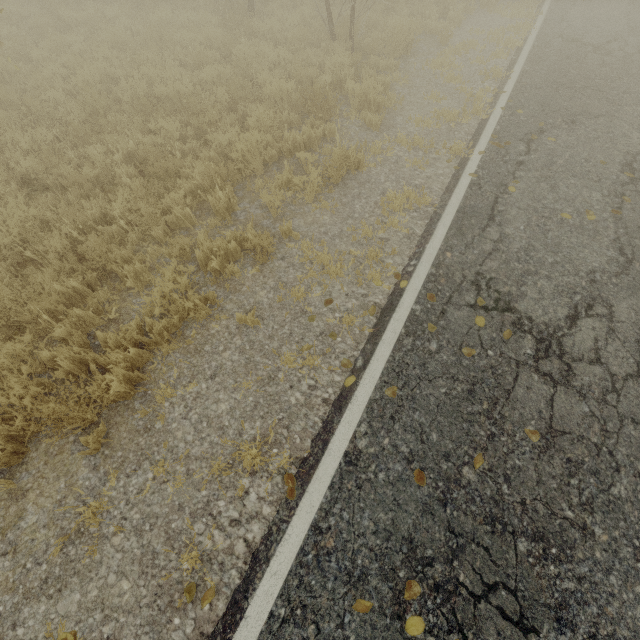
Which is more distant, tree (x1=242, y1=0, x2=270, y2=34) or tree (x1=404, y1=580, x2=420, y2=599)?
tree (x1=242, y1=0, x2=270, y2=34)

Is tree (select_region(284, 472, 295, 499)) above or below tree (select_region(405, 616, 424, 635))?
below

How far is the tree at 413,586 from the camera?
2.54m

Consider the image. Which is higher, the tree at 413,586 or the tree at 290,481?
the tree at 413,586

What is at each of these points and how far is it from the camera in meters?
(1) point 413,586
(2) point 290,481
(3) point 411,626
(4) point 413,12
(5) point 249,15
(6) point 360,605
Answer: (1) tree, 2.6 m
(2) tree, 3.1 m
(3) tree, 2.5 m
(4) tree, 10.2 m
(5) tree, 9.5 m
(6) tree, 2.5 m

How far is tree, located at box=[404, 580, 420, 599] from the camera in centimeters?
254cm
